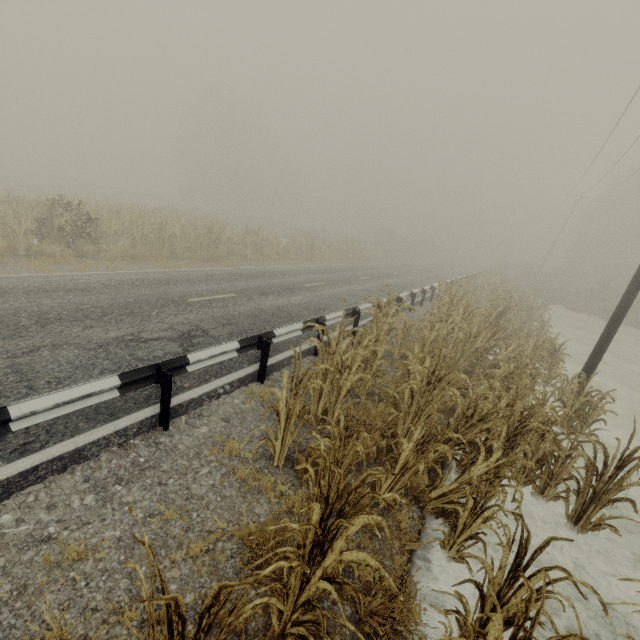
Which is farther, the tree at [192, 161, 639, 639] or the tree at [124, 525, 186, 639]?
the tree at [192, 161, 639, 639]

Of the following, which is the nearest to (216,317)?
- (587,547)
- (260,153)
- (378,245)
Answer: (587,547)

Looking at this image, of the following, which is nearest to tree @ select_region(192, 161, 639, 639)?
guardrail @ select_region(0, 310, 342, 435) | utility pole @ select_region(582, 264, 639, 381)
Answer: utility pole @ select_region(582, 264, 639, 381)

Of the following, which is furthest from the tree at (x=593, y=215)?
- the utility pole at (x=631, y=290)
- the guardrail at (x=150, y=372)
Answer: the guardrail at (x=150, y=372)

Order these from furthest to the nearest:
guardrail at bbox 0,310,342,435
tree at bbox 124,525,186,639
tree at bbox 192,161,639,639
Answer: guardrail at bbox 0,310,342,435, tree at bbox 192,161,639,639, tree at bbox 124,525,186,639

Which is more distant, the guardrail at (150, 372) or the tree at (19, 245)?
the tree at (19, 245)
